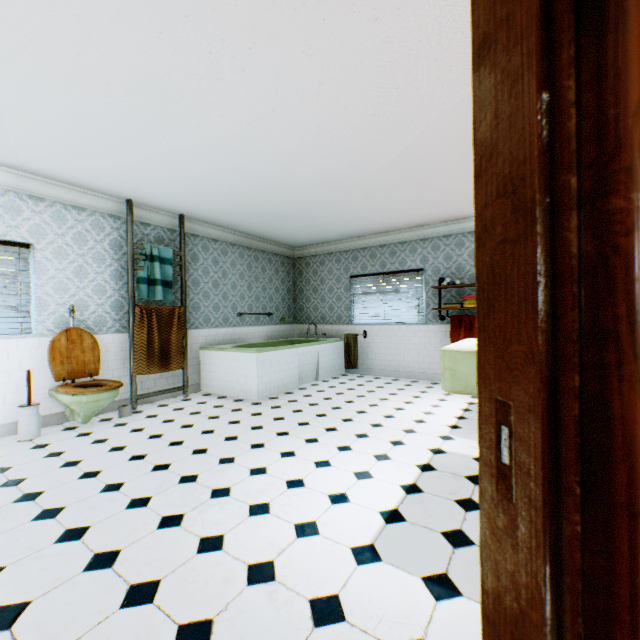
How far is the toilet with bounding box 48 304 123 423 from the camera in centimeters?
377cm

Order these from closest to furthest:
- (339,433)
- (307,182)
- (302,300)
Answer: (339,433) → (307,182) → (302,300)

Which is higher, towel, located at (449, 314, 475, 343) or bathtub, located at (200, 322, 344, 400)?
towel, located at (449, 314, 475, 343)

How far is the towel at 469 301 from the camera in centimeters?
583cm

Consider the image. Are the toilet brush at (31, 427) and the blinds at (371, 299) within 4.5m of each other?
no

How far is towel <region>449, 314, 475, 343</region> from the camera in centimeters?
596cm

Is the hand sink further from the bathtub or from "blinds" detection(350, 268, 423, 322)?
"blinds" detection(350, 268, 423, 322)

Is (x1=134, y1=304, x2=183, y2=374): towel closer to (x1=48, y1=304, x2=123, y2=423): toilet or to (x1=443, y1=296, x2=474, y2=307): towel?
(x1=48, y1=304, x2=123, y2=423): toilet
